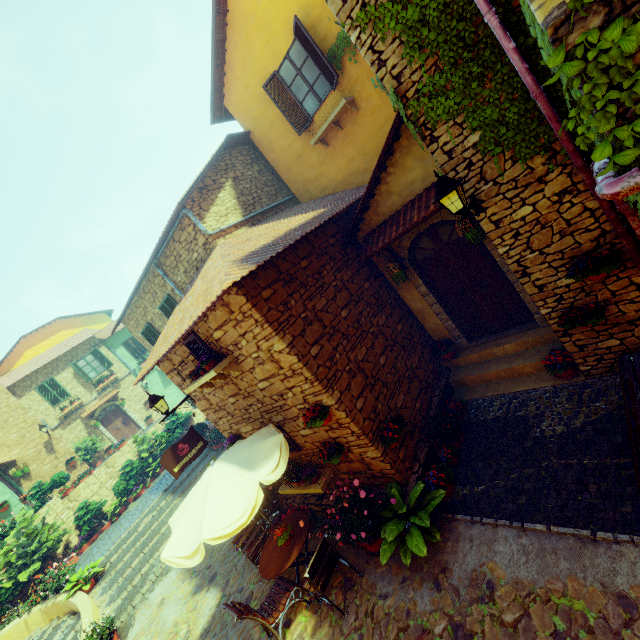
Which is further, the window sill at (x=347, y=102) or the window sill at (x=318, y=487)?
the window sill at (x=347, y=102)

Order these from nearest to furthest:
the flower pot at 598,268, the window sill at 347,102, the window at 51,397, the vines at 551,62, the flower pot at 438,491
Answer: the vines at 551,62, the flower pot at 598,268, the flower pot at 438,491, the window sill at 347,102, the window at 51,397

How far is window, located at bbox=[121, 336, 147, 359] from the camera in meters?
24.1 m

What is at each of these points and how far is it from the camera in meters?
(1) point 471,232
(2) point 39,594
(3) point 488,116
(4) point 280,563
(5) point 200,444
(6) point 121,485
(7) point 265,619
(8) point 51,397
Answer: (1) flower pot, 5.8 m
(2) flower pot, 11.4 m
(3) vines, 4.2 m
(4) table, 5.5 m
(5) sign post, 7.4 m
(6) potted tree, 16.5 m
(7) chair, 5.1 m
(8) window, 20.4 m

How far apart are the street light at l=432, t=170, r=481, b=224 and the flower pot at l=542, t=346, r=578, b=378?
3.0 meters

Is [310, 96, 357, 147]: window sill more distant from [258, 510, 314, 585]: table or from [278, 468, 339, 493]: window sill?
[258, 510, 314, 585]: table

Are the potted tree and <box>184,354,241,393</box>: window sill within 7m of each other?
no

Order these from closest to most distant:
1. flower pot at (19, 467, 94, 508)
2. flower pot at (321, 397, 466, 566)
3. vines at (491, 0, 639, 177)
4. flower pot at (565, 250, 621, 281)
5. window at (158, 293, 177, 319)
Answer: vines at (491, 0, 639, 177) < flower pot at (565, 250, 621, 281) < flower pot at (321, 397, 466, 566) < window at (158, 293, 177, 319) < flower pot at (19, 467, 94, 508)
